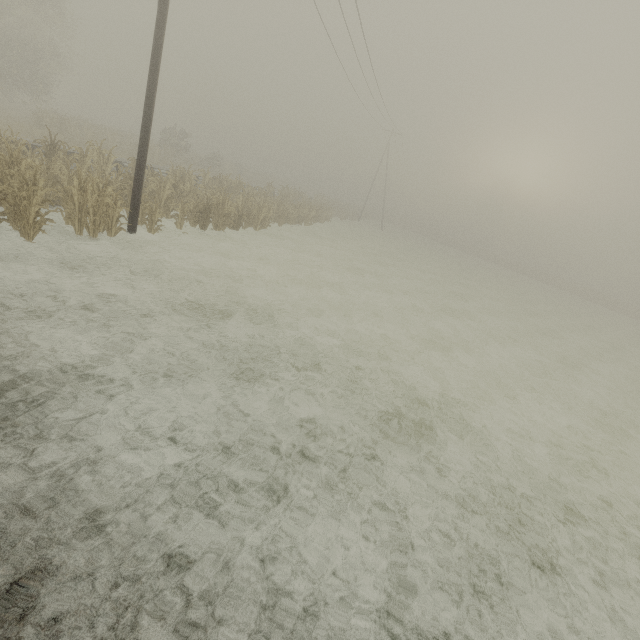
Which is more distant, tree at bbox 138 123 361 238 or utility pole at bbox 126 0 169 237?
tree at bbox 138 123 361 238

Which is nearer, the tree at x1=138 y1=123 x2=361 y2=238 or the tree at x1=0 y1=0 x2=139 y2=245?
the tree at x1=0 y1=0 x2=139 y2=245

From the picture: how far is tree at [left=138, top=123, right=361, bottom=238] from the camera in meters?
13.2 m

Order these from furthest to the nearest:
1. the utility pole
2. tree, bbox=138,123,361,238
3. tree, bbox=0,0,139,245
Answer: tree, bbox=138,123,361,238, the utility pole, tree, bbox=0,0,139,245

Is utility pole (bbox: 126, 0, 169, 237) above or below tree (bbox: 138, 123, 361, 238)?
above

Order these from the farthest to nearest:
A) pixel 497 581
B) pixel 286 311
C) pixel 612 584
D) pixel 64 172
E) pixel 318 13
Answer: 1. pixel 318 13
2. pixel 64 172
3. pixel 286 311
4. pixel 612 584
5. pixel 497 581

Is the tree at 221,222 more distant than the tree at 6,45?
Yes

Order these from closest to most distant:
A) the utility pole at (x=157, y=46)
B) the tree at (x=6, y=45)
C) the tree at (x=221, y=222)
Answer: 1. the tree at (x=6, y=45)
2. the utility pole at (x=157, y=46)
3. the tree at (x=221, y=222)
